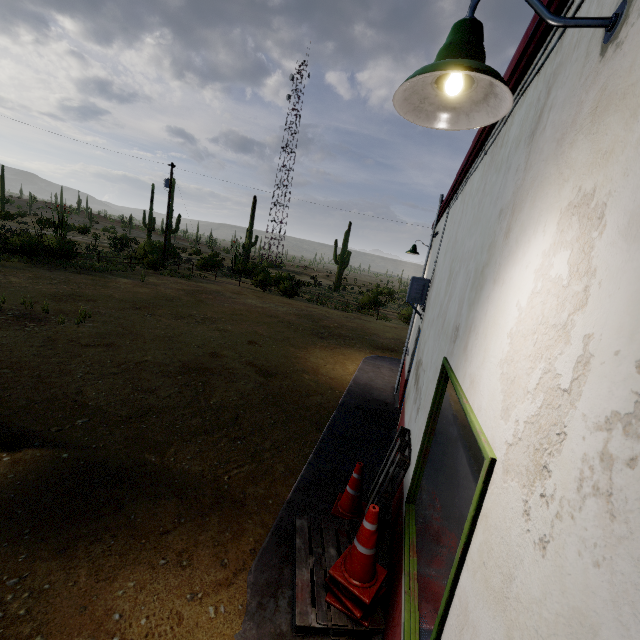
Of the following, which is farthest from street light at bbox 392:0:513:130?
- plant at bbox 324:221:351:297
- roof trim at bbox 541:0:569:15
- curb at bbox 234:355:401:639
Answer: plant at bbox 324:221:351:297

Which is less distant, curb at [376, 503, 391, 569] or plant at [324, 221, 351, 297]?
curb at [376, 503, 391, 569]

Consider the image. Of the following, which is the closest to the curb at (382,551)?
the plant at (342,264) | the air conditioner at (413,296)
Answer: the air conditioner at (413,296)

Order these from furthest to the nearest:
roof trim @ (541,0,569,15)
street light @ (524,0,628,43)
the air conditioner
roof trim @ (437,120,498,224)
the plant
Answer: the plant < the air conditioner < roof trim @ (437,120,498,224) < roof trim @ (541,0,569,15) < street light @ (524,0,628,43)

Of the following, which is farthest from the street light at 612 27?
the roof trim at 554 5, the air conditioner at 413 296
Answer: the air conditioner at 413 296

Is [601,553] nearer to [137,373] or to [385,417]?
[385,417]

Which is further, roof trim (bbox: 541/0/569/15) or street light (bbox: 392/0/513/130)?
roof trim (bbox: 541/0/569/15)

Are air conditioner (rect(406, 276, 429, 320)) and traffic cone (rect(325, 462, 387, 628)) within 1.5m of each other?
no
